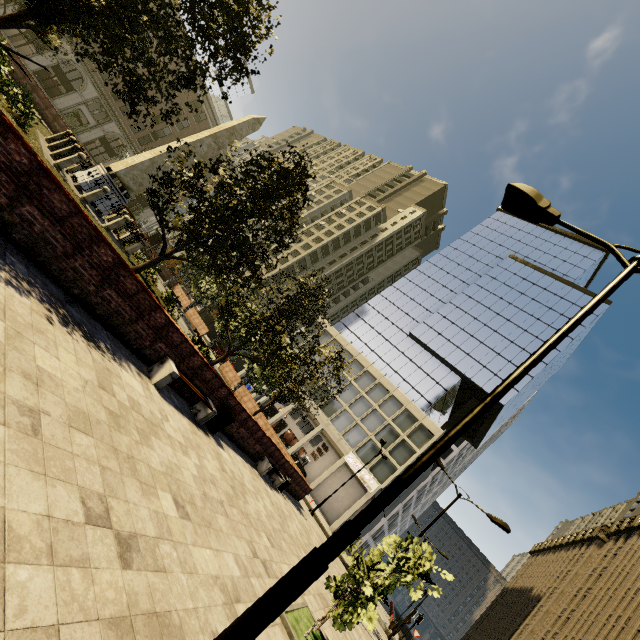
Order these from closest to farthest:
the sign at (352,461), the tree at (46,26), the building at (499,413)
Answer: the tree at (46,26)
the sign at (352,461)
the building at (499,413)

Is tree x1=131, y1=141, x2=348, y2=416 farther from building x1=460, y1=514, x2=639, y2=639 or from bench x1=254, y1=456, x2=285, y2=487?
building x1=460, y1=514, x2=639, y2=639

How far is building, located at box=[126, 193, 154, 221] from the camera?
50.6 meters

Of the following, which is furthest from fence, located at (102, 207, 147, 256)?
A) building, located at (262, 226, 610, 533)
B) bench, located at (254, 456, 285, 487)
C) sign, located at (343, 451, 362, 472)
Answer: sign, located at (343, 451, 362, 472)

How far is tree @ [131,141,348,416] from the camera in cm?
1023

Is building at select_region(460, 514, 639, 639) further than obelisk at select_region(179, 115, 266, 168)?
Yes

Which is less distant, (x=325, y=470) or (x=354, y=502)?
(x=354, y=502)

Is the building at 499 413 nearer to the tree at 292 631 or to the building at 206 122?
the building at 206 122
